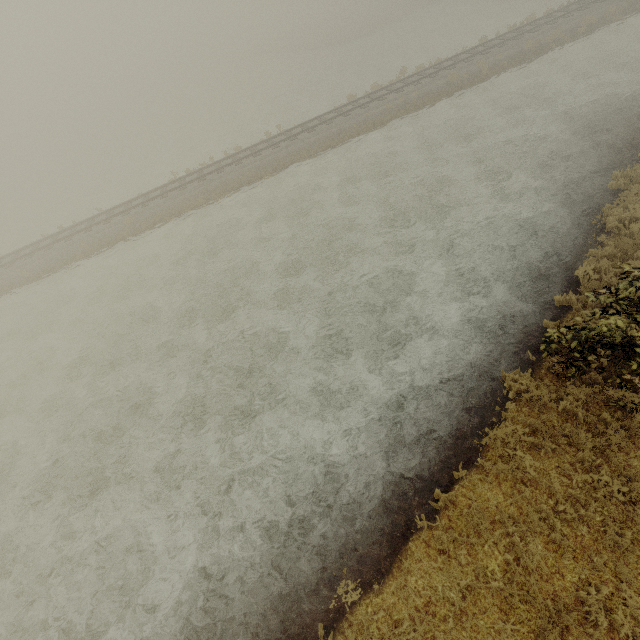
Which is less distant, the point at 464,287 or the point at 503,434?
the point at 503,434
